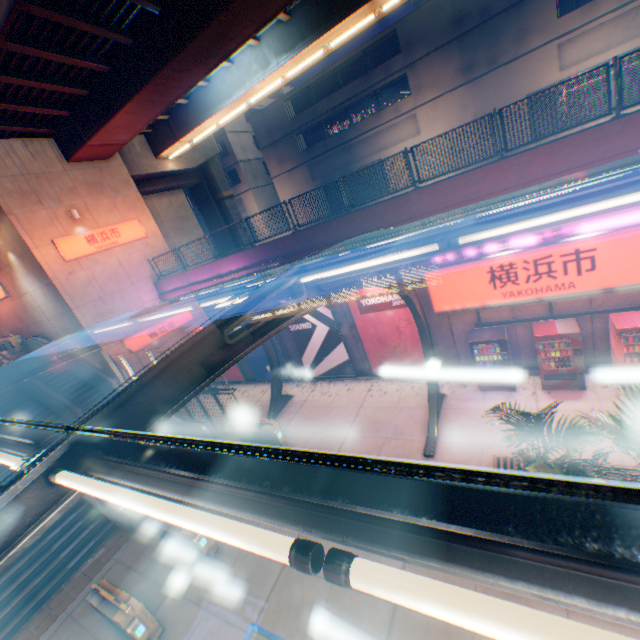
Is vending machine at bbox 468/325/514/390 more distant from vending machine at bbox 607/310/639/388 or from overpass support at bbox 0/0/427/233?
overpass support at bbox 0/0/427/233

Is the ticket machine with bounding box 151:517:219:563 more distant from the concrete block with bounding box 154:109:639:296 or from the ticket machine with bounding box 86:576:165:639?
the concrete block with bounding box 154:109:639:296

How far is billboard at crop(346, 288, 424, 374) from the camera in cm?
1234

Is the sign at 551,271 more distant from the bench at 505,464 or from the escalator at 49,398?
the escalator at 49,398

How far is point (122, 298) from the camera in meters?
16.9 m

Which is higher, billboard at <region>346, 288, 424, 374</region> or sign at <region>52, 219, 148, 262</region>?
sign at <region>52, 219, 148, 262</region>

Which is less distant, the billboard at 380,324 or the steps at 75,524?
the steps at 75,524

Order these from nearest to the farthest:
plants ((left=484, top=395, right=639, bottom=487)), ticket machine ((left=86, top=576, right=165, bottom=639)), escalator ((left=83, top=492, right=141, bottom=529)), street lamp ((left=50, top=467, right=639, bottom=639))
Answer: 1. street lamp ((left=50, top=467, right=639, bottom=639))
2. plants ((left=484, top=395, right=639, bottom=487))
3. ticket machine ((left=86, top=576, right=165, bottom=639))
4. escalator ((left=83, top=492, right=141, bottom=529))
